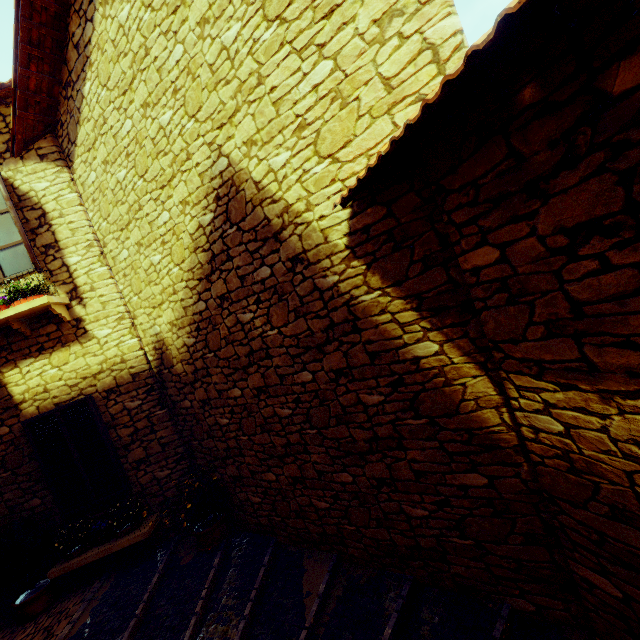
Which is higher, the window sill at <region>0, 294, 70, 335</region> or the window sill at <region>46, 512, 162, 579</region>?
the window sill at <region>0, 294, 70, 335</region>

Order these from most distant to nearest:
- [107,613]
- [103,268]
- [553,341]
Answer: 1. [103,268]
2. [107,613]
3. [553,341]

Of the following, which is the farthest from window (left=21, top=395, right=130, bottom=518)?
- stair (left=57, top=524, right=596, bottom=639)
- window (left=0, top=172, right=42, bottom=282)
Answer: window (left=0, top=172, right=42, bottom=282)

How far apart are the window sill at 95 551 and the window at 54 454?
0.3 meters

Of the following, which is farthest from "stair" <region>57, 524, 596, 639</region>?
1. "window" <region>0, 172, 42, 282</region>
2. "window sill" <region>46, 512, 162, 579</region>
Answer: "window" <region>0, 172, 42, 282</region>

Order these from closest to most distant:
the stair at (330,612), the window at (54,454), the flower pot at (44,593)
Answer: the stair at (330,612) < the flower pot at (44,593) < the window at (54,454)

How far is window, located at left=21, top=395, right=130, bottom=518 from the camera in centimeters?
504cm
